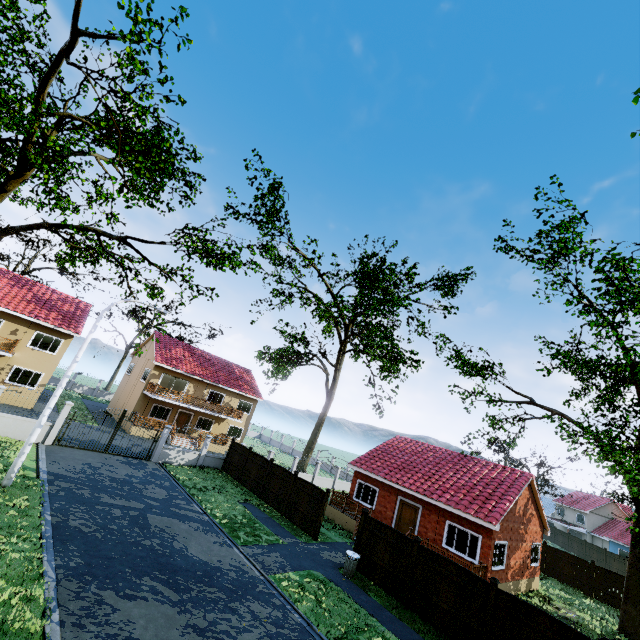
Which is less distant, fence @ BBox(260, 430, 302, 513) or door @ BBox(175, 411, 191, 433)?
fence @ BBox(260, 430, 302, 513)

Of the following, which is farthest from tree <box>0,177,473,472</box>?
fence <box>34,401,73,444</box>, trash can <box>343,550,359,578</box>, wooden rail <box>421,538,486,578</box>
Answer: trash can <box>343,550,359,578</box>

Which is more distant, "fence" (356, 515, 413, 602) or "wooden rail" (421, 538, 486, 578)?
"wooden rail" (421, 538, 486, 578)

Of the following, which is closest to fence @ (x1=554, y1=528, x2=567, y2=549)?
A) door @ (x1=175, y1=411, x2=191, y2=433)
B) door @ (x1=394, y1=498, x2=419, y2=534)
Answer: door @ (x1=394, y1=498, x2=419, y2=534)

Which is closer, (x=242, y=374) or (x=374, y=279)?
(x=374, y=279)

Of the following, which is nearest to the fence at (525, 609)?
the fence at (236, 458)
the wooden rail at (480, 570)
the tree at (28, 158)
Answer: the fence at (236, 458)

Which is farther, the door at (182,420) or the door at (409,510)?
the door at (182,420)

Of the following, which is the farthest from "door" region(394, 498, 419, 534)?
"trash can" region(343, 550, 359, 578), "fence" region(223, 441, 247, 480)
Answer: "fence" region(223, 441, 247, 480)
